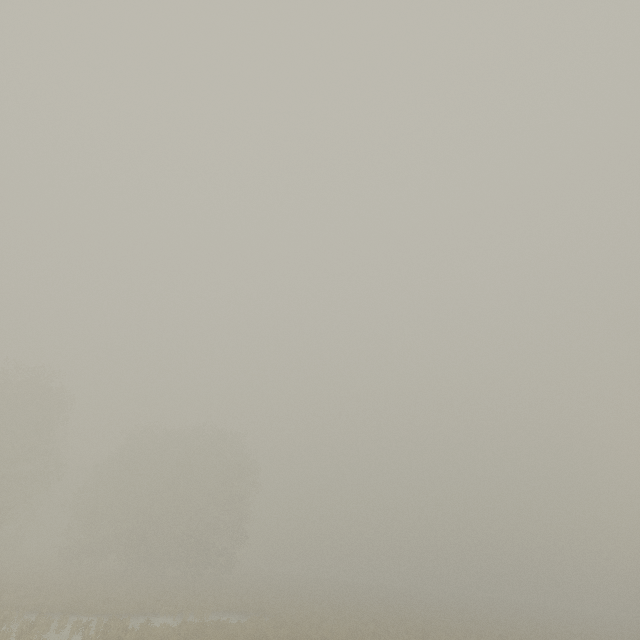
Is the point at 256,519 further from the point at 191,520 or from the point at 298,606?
the point at 298,606
